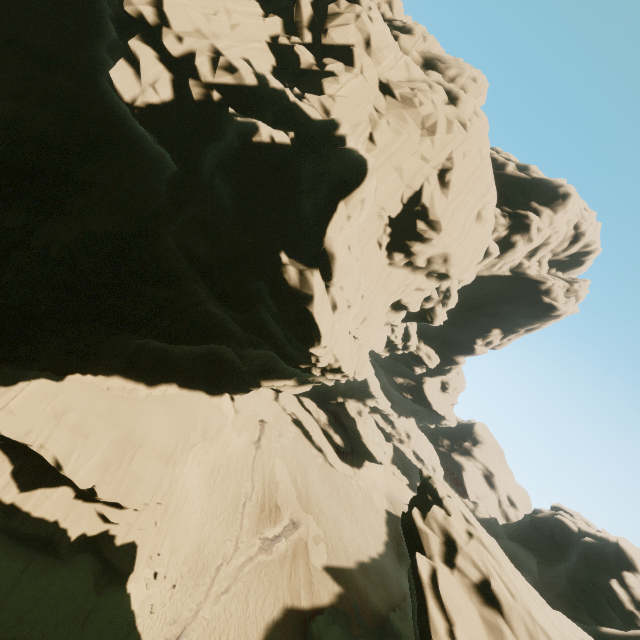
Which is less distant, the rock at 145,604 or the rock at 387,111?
the rock at 387,111

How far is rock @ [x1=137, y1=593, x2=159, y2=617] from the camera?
17.6m

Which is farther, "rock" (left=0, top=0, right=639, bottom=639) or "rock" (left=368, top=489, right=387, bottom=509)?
"rock" (left=368, top=489, right=387, bottom=509)

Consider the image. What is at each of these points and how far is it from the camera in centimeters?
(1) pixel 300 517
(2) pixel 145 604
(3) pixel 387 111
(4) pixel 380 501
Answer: (1) rock, 3033cm
(2) rock, 1806cm
(3) rock, 1716cm
(4) rock, 4062cm

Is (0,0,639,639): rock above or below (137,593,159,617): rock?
above

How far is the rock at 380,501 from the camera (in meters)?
40.12
